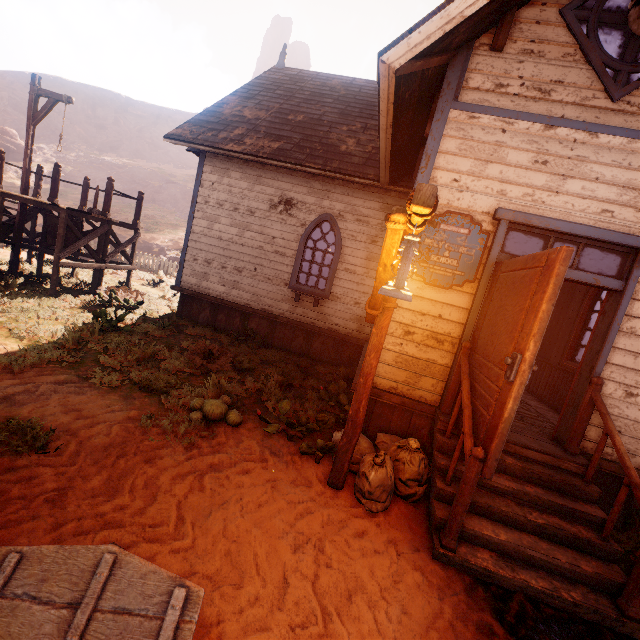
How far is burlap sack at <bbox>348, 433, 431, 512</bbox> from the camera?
3.53m

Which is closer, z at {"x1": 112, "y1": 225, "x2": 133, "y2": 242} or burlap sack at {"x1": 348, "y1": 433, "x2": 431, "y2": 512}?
burlap sack at {"x1": 348, "y1": 433, "x2": 431, "y2": 512}

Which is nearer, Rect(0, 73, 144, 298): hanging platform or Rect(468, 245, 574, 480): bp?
Rect(468, 245, 574, 480): bp

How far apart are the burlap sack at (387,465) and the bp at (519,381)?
0.51m

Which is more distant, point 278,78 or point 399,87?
point 278,78

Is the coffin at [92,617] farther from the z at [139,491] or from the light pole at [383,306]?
the light pole at [383,306]

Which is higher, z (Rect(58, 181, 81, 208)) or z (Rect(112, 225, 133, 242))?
z (Rect(58, 181, 81, 208))

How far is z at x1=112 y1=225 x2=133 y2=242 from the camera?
25.8 meters
